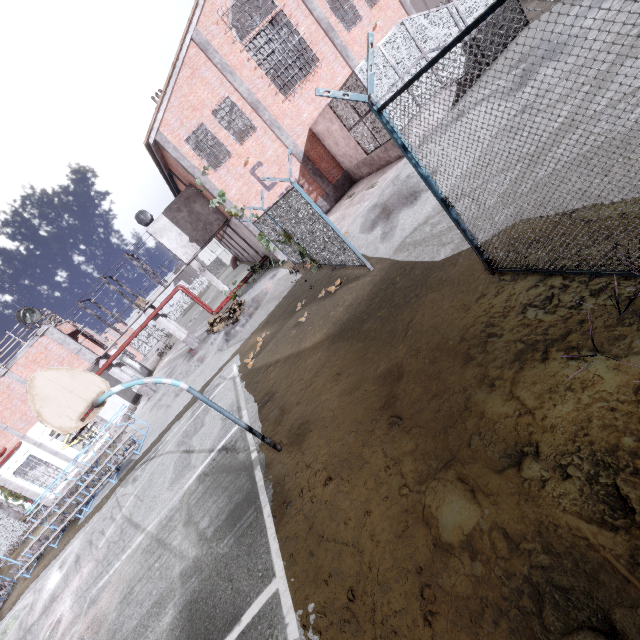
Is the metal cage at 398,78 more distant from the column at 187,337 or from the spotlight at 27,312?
the spotlight at 27,312

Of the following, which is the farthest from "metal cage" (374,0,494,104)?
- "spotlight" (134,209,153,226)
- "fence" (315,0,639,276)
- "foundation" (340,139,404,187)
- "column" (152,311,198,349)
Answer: "column" (152,311,198,349)

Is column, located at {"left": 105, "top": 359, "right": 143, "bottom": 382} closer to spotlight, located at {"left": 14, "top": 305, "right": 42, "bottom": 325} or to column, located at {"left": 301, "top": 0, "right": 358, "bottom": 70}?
spotlight, located at {"left": 14, "top": 305, "right": 42, "bottom": 325}

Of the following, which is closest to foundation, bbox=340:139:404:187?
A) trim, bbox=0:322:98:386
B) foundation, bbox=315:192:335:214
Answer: foundation, bbox=315:192:335:214

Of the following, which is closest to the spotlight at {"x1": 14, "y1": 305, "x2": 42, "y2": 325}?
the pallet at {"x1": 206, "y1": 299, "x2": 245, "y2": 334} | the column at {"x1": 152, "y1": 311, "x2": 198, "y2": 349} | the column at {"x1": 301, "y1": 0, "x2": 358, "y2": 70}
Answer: the column at {"x1": 152, "y1": 311, "x2": 198, "y2": 349}

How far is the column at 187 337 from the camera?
21.18m

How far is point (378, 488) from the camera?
3.78m

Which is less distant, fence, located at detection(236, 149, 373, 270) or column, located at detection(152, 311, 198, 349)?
fence, located at detection(236, 149, 373, 270)
